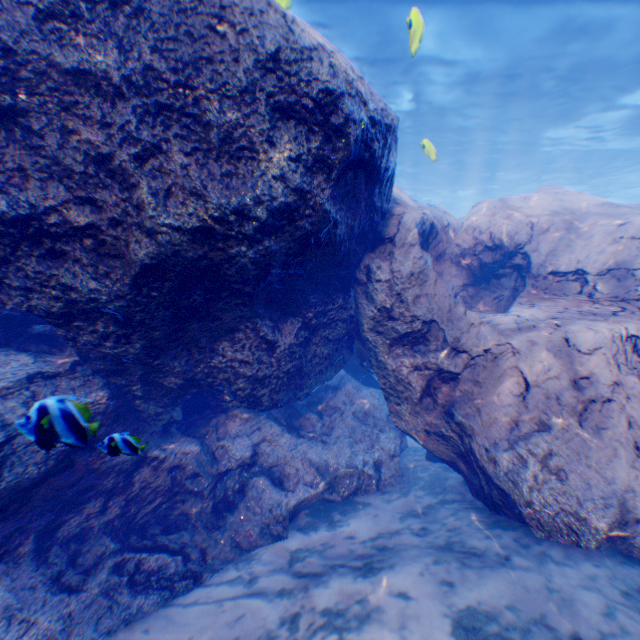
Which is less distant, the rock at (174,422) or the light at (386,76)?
the rock at (174,422)

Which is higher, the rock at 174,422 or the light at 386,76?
the light at 386,76

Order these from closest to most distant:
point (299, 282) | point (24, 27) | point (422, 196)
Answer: point (24, 27), point (299, 282), point (422, 196)

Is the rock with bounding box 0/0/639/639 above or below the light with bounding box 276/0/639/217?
below

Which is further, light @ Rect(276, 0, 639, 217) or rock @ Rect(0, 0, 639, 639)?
light @ Rect(276, 0, 639, 217)
